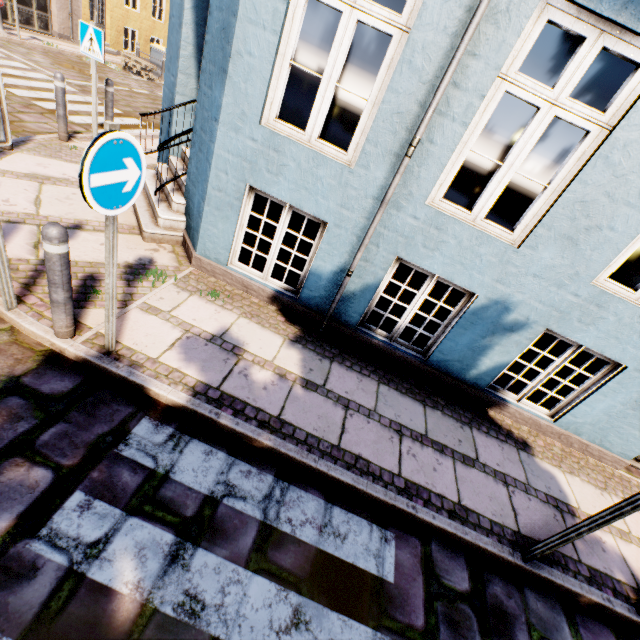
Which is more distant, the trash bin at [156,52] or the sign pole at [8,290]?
the trash bin at [156,52]

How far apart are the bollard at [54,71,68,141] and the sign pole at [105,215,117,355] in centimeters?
573cm

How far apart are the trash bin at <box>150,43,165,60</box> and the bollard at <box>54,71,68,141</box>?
13.2 meters

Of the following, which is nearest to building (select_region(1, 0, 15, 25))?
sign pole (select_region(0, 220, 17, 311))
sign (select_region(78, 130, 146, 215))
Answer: sign (select_region(78, 130, 146, 215))

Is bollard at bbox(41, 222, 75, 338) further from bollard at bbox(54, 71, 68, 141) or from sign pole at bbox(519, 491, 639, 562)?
bollard at bbox(54, 71, 68, 141)

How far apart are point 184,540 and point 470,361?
3.8m

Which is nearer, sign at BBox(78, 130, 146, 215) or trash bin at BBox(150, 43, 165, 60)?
sign at BBox(78, 130, 146, 215)

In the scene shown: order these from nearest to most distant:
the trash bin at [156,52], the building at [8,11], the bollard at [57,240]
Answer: the bollard at [57,240]
the building at [8,11]
the trash bin at [156,52]
